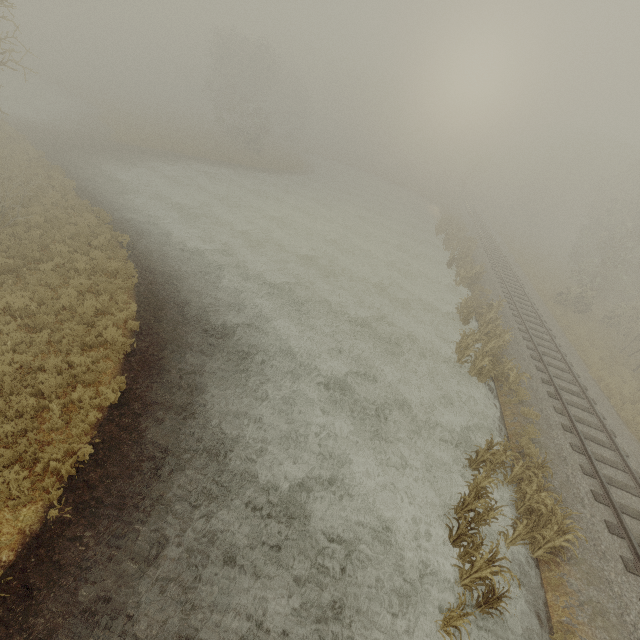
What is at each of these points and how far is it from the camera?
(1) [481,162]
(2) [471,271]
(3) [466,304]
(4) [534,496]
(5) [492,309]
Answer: (1) tree, 45.4 meters
(2) tree, 24.5 meters
(3) tree, 20.0 meters
(4) tree, 8.9 meters
(5) tree, 18.9 meters

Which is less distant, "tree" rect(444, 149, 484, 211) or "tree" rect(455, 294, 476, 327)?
"tree" rect(455, 294, 476, 327)

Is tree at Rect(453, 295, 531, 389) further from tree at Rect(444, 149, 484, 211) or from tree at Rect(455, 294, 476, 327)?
tree at Rect(444, 149, 484, 211)

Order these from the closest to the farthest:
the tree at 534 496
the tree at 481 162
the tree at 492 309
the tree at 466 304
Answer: the tree at 534 496
the tree at 492 309
the tree at 466 304
the tree at 481 162

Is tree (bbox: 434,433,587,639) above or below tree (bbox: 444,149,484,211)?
below

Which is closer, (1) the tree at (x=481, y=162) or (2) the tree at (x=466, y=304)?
(2) the tree at (x=466, y=304)

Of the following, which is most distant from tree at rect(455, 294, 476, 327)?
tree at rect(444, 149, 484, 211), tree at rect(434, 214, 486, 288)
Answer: tree at rect(444, 149, 484, 211)

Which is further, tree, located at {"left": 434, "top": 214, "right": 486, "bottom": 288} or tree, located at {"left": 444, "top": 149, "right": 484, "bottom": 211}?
tree, located at {"left": 444, "top": 149, "right": 484, "bottom": 211}
